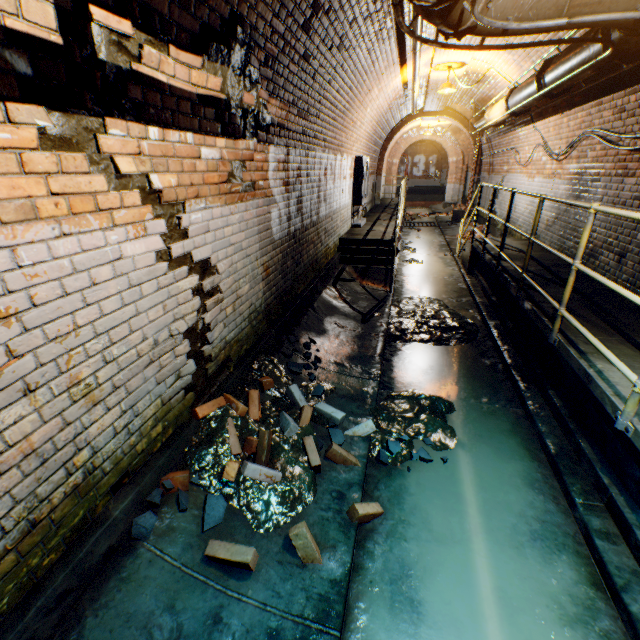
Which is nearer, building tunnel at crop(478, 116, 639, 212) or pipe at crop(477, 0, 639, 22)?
pipe at crop(477, 0, 639, 22)

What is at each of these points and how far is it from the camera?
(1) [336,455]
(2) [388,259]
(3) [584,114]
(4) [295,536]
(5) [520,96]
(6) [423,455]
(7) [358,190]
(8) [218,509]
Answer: (1) bricks, 2.9m
(2) stairs, 7.6m
(3) building tunnel, 5.5m
(4) bricks, 2.2m
(5) pipe, 6.0m
(6) rock, 3.1m
(7) electrical box, 9.2m
(8) rock, 2.3m

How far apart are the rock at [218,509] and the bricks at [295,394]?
0.18m

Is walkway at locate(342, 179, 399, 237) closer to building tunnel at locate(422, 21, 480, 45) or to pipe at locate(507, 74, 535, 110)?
building tunnel at locate(422, 21, 480, 45)

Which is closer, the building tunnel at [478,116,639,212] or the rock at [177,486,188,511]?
the rock at [177,486,188,511]

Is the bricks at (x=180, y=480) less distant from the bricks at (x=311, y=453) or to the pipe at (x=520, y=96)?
the bricks at (x=311, y=453)

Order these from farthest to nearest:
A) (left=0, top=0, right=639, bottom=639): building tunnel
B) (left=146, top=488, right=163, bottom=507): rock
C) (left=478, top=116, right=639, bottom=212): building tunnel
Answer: (left=478, top=116, right=639, bottom=212): building tunnel
(left=146, top=488, right=163, bottom=507): rock
(left=0, top=0, right=639, bottom=639): building tunnel

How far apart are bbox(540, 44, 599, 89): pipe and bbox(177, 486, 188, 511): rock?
5.7m
